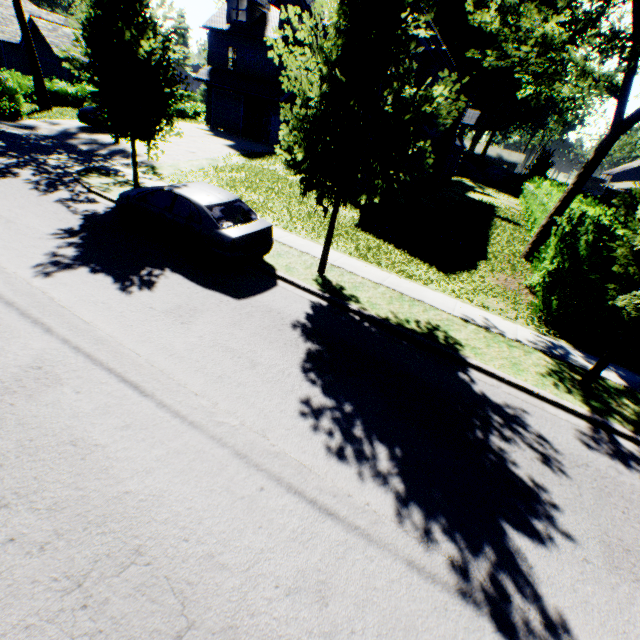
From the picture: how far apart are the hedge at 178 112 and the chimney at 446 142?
28.4m

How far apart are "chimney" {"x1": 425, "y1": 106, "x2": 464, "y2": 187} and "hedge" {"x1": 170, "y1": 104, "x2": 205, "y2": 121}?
28.4m

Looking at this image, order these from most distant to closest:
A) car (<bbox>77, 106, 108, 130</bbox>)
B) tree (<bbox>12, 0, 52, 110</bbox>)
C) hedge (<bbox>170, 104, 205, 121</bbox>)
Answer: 1. hedge (<bbox>170, 104, 205, 121</bbox>)
2. tree (<bbox>12, 0, 52, 110</bbox>)
3. car (<bbox>77, 106, 108, 130</bbox>)

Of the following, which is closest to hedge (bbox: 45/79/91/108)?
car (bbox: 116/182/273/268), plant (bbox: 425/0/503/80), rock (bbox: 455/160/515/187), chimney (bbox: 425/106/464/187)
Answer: plant (bbox: 425/0/503/80)

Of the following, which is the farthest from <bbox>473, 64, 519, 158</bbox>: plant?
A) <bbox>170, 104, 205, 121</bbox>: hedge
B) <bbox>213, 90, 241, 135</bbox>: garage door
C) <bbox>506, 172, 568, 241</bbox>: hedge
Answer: <bbox>213, 90, 241, 135</bbox>: garage door

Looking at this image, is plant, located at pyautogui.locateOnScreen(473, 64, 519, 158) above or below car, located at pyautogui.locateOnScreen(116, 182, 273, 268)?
above

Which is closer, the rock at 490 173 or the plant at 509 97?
the rock at 490 173

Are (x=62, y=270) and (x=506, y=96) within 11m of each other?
no
